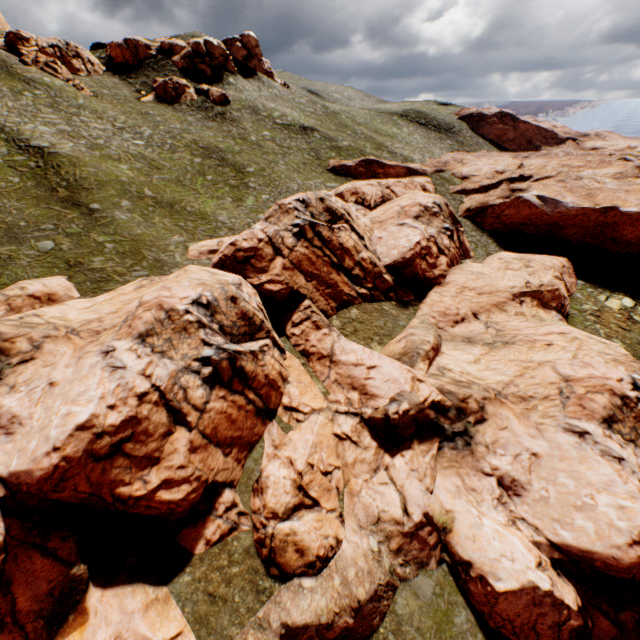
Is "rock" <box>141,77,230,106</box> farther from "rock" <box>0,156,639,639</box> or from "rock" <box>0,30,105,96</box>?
"rock" <box>0,156,639,639</box>

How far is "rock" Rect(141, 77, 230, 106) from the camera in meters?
54.6

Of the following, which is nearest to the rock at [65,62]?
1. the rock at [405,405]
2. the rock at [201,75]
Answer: the rock at [201,75]

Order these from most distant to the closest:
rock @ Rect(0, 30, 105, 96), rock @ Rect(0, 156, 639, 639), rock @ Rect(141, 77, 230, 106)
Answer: rock @ Rect(141, 77, 230, 106) → rock @ Rect(0, 30, 105, 96) → rock @ Rect(0, 156, 639, 639)

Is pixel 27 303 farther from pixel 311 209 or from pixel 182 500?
pixel 311 209
